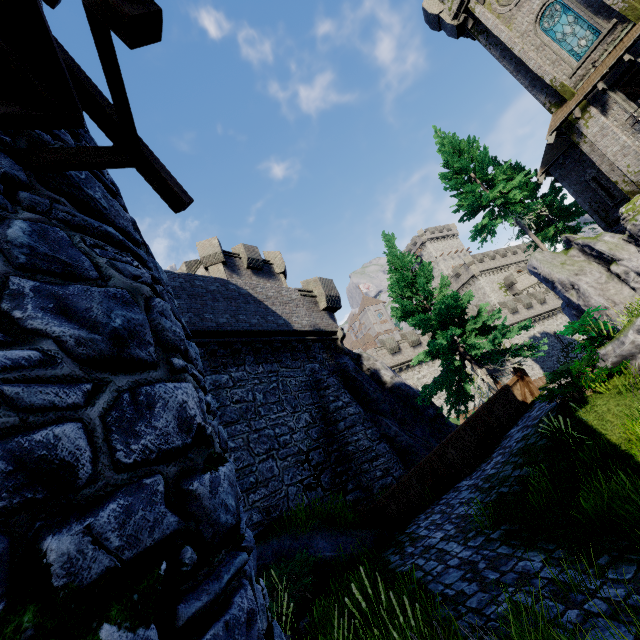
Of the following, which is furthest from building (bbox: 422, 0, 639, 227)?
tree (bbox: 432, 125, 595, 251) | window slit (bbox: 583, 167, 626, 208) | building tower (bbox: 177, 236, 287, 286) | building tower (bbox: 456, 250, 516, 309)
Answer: building tower (bbox: 456, 250, 516, 309)

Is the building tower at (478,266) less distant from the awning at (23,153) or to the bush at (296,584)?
the bush at (296,584)

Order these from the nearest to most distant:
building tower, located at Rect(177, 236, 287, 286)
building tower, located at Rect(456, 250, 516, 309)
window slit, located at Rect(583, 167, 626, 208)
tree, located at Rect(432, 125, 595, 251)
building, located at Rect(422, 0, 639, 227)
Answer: building, located at Rect(422, 0, 639, 227) → window slit, located at Rect(583, 167, 626, 208) → building tower, located at Rect(177, 236, 287, 286) → tree, located at Rect(432, 125, 595, 251) → building tower, located at Rect(456, 250, 516, 309)

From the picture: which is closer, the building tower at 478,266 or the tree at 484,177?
the tree at 484,177

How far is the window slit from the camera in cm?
1883

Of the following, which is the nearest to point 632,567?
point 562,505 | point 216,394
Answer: point 562,505

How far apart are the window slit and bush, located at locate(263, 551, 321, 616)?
24.2 meters

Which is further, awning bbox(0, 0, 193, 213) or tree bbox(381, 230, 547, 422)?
tree bbox(381, 230, 547, 422)
